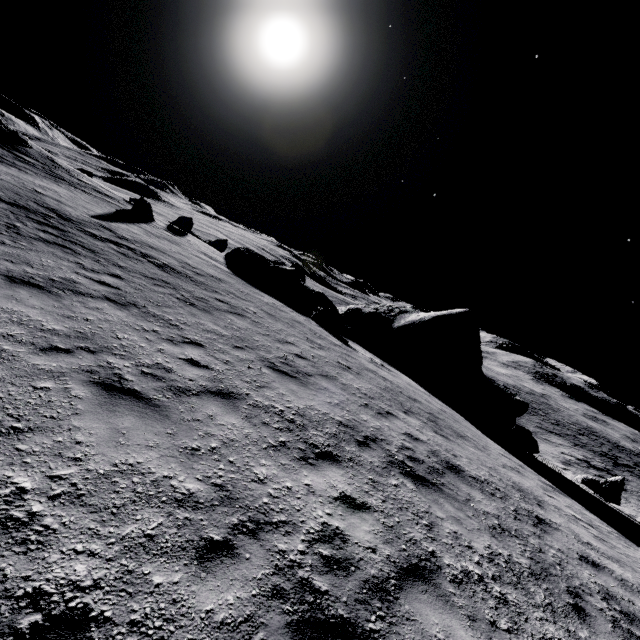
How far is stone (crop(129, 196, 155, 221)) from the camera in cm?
2136

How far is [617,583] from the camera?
6.4 meters

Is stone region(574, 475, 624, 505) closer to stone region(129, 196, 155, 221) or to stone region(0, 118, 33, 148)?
stone region(129, 196, 155, 221)

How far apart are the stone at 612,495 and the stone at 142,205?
30.3m

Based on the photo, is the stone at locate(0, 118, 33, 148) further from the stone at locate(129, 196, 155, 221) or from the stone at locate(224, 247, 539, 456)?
the stone at locate(224, 247, 539, 456)

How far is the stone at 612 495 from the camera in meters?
16.3 m

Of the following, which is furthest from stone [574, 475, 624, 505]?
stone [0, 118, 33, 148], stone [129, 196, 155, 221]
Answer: stone [0, 118, 33, 148]

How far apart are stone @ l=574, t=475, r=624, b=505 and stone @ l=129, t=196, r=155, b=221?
30.3m
